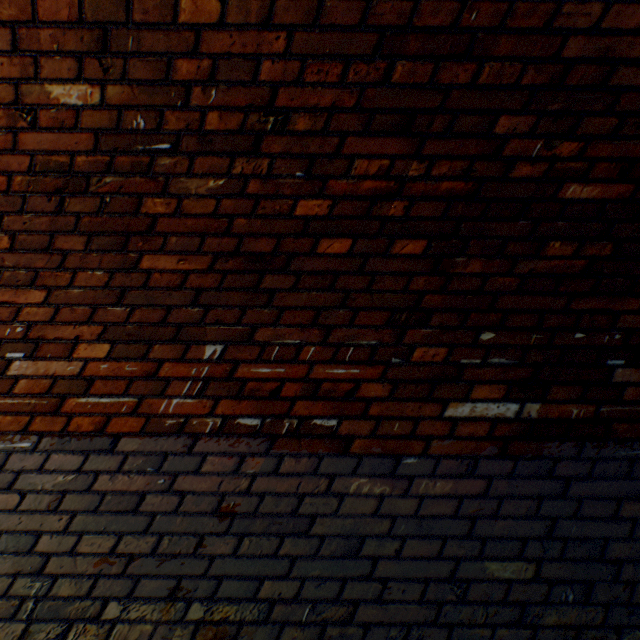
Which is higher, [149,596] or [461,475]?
[461,475]
